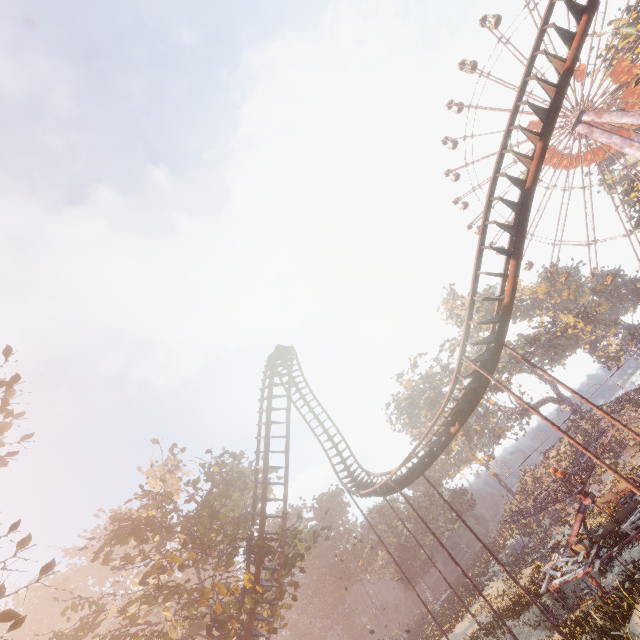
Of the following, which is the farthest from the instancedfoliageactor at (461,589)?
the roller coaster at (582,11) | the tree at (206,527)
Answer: the roller coaster at (582,11)

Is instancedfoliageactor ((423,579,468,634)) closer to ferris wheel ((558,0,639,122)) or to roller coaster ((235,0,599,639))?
roller coaster ((235,0,599,639))

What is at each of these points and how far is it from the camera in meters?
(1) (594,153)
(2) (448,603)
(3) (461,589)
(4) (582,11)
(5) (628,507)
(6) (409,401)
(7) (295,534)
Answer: (1) ferris wheel, 41.9
(2) instancedfoliageactor, 39.9
(3) instancedfoliageactor, 36.6
(4) roller coaster, 11.6
(5) merry-go-round, 17.6
(6) tree, 51.8
(7) tree, 22.0

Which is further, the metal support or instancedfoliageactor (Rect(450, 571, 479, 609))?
the metal support

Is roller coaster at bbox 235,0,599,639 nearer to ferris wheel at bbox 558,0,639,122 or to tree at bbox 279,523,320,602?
tree at bbox 279,523,320,602

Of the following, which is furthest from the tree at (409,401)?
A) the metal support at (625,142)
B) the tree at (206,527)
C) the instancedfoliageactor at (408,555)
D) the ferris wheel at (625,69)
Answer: the metal support at (625,142)

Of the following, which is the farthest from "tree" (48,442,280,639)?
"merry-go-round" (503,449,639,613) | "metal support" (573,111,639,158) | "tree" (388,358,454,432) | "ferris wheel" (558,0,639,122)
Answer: "ferris wheel" (558,0,639,122)

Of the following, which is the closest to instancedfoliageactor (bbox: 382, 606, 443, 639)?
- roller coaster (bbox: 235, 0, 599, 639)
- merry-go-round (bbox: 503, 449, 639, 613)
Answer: merry-go-round (bbox: 503, 449, 639, 613)
